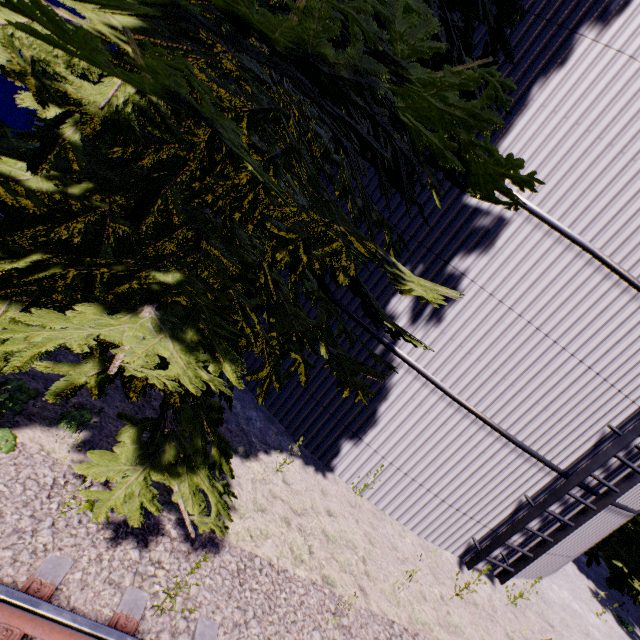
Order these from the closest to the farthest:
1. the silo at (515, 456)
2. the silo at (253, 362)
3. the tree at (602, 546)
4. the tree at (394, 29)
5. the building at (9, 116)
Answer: the tree at (394, 29)
the silo at (515, 456)
the building at (9, 116)
the silo at (253, 362)
the tree at (602, 546)

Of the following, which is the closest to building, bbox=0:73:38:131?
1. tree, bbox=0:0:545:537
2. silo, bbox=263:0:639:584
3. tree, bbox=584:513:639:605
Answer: tree, bbox=0:0:545:537

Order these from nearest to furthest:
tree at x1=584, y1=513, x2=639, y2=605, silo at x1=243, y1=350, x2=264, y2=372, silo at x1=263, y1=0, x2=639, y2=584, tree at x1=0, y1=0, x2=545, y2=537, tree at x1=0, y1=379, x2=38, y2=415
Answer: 1. tree at x1=0, y1=0, x2=545, y2=537
2. tree at x1=0, y1=379, x2=38, y2=415
3. silo at x1=263, y1=0, x2=639, y2=584
4. silo at x1=243, y1=350, x2=264, y2=372
5. tree at x1=584, y1=513, x2=639, y2=605

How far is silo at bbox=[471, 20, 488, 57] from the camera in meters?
5.1

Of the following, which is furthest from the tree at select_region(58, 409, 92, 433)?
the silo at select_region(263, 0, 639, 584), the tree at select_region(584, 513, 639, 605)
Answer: the tree at select_region(584, 513, 639, 605)

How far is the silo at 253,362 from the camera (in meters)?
6.96

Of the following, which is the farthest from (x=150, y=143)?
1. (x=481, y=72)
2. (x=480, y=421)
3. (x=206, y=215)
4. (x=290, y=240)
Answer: (x=480, y=421)
